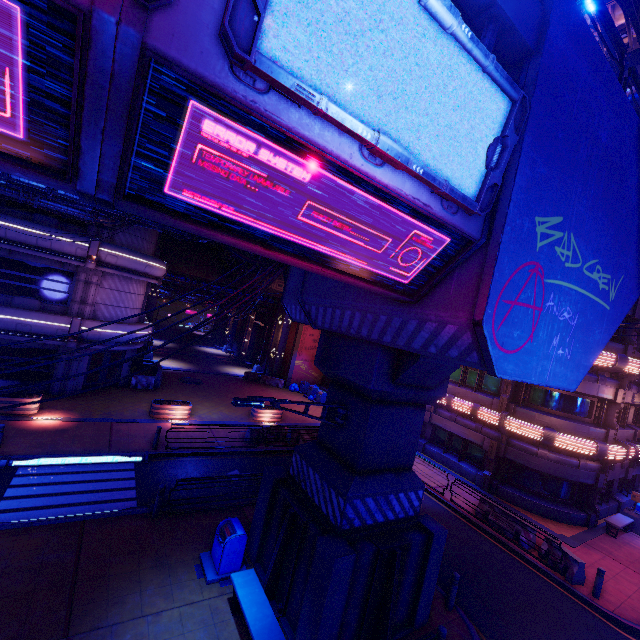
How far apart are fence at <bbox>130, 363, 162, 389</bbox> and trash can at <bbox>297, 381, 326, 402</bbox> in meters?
12.9 m

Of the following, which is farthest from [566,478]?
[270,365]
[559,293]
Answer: [270,365]

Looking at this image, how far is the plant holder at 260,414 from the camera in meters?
22.0 m

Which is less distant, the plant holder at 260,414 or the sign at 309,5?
the sign at 309,5

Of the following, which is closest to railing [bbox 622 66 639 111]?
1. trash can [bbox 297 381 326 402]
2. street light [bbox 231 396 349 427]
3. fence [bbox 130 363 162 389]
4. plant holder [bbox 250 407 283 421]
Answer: street light [bbox 231 396 349 427]

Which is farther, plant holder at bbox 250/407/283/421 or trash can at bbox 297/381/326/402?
trash can at bbox 297/381/326/402

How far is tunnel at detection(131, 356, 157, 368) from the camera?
28.1m

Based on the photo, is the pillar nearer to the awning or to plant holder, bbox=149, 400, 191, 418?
plant holder, bbox=149, 400, 191, 418
